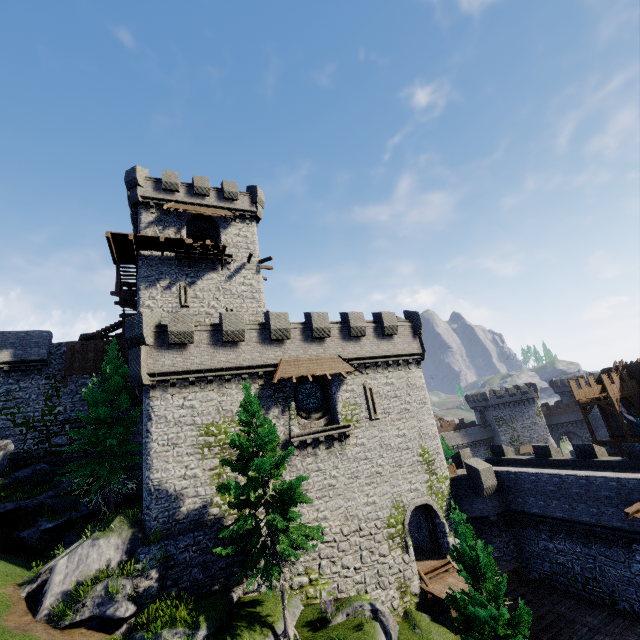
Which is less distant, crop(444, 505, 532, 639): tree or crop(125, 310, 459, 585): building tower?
crop(444, 505, 532, 639): tree

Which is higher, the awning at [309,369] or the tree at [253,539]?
the awning at [309,369]

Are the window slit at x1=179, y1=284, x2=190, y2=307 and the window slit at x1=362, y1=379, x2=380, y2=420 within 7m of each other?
no

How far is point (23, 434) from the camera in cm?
2469

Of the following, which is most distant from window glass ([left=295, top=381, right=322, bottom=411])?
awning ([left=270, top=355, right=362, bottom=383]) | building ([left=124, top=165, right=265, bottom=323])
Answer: building ([left=124, top=165, right=265, bottom=323])

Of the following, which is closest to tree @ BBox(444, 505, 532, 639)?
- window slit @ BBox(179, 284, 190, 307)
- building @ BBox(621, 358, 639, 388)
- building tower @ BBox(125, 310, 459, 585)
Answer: building tower @ BBox(125, 310, 459, 585)

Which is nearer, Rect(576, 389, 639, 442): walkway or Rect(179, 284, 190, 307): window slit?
Rect(179, 284, 190, 307): window slit

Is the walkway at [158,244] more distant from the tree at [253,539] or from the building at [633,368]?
the building at [633,368]
